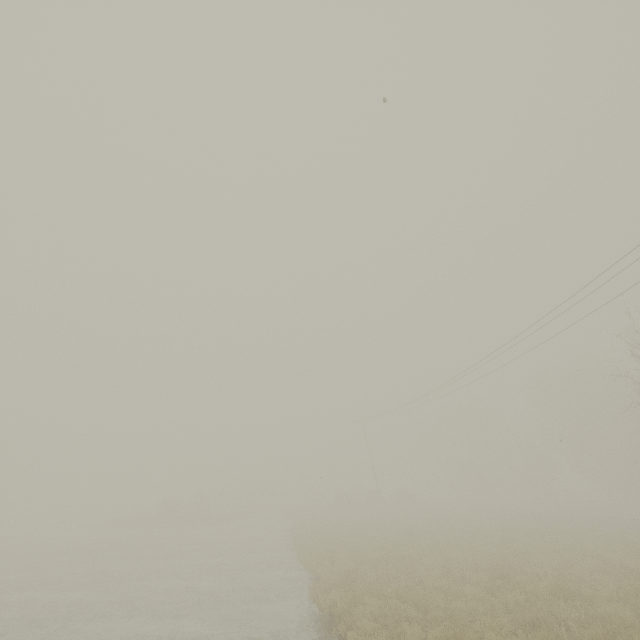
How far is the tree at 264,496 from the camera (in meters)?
54.31

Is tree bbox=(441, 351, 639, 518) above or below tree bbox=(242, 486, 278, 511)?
above

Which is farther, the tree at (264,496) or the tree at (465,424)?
the tree at (264,496)

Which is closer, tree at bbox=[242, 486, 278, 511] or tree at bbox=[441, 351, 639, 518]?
tree at bbox=[441, 351, 639, 518]

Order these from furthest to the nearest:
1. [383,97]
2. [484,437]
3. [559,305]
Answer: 1. [484,437]
2. [559,305]
3. [383,97]

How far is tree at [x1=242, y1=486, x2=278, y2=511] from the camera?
54.31m
